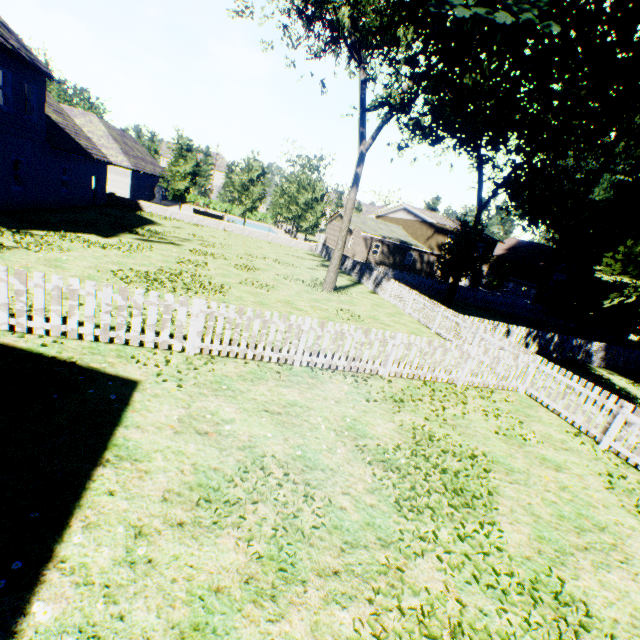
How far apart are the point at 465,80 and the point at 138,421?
16.62m

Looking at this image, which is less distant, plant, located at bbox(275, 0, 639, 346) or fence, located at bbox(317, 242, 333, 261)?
plant, located at bbox(275, 0, 639, 346)

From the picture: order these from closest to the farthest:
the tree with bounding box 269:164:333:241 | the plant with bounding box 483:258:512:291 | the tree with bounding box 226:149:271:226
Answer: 1. the tree with bounding box 226:149:271:226
2. the tree with bounding box 269:164:333:241
3. the plant with bounding box 483:258:512:291

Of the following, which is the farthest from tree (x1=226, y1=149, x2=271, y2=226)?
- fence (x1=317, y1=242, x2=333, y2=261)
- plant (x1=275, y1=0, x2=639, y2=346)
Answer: plant (x1=275, y1=0, x2=639, y2=346)

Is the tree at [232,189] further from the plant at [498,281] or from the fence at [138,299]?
the plant at [498,281]

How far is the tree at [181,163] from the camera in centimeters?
3044cm

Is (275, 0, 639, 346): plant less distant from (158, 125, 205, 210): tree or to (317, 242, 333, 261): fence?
(317, 242, 333, 261): fence
